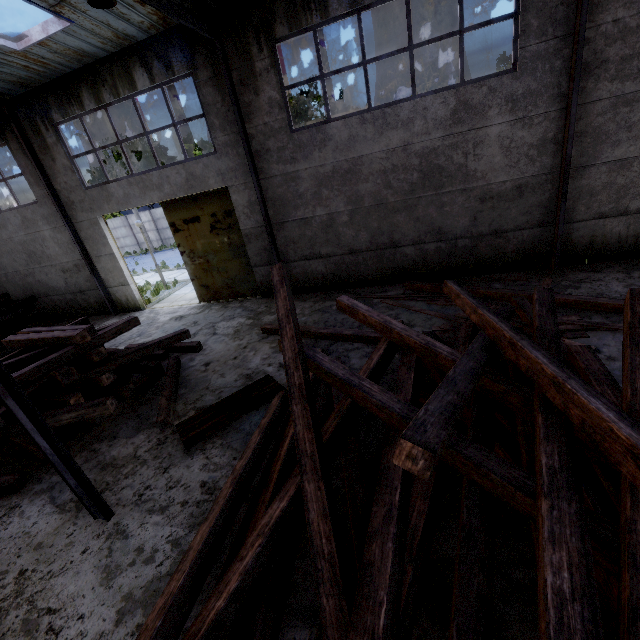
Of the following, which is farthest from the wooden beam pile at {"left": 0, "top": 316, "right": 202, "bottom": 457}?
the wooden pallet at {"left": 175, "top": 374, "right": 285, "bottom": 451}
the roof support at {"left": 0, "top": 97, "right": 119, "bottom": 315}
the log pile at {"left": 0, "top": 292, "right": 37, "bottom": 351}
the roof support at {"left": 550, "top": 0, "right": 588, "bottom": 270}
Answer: the roof support at {"left": 550, "top": 0, "right": 588, "bottom": 270}

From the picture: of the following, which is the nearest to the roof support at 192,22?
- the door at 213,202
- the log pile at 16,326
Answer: the door at 213,202

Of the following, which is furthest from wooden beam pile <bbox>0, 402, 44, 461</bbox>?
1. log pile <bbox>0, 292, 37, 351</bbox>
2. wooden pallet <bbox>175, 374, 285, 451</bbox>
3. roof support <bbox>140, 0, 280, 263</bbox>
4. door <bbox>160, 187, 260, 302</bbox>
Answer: log pile <bbox>0, 292, 37, 351</bbox>

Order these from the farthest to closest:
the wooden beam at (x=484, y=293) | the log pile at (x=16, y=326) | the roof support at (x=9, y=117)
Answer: the log pile at (x=16, y=326) < the roof support at (x=9, y=117) < the wooden beam at (x=484, y=293)

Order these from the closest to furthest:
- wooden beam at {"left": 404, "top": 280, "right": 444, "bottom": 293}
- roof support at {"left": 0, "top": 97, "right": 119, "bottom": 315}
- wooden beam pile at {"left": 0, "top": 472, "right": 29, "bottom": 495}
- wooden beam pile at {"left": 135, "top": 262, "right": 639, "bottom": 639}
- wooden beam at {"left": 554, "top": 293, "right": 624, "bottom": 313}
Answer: wooden beam pile at {"left": 135, "top": 262, "right": 639, "bottom": 639} < wooden beam pile at {"left": 0, "top": 472, "right": 29, "bottom": 495} < wooden beam at {"left": 554, "top": 293, "right": 624, "bottom": 313} < wooden beam at {"left": 404, "top": 280, "right": 444, "bottom": 293} < roof support at {"left": 0, "top": 97, "right": 119, "bottom": 315}

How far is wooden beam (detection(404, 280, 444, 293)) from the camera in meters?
8.9 m

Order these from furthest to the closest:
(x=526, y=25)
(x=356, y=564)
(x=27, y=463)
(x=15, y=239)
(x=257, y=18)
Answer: (x=15, y=239) < (x=257, y=18) < (x=526, y=25) < (x=27, y=463) < (x=356, y=564)
